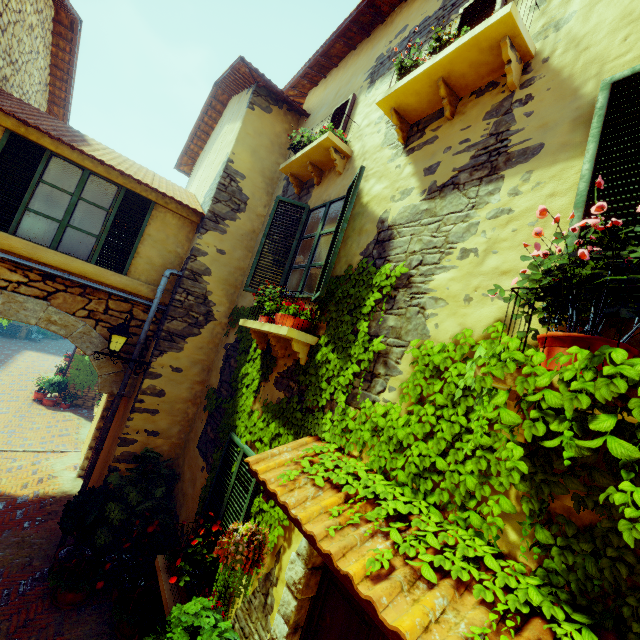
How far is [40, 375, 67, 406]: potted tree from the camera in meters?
14.1 m

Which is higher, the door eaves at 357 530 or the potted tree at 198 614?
the door eaves at 357 530

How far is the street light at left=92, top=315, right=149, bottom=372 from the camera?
5.52m

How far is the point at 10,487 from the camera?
7.2 meters

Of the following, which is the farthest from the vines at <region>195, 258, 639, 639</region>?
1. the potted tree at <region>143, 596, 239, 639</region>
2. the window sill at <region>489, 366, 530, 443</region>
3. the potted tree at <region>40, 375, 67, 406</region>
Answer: the potted tree at <region>40, 375, 67, 406</region>

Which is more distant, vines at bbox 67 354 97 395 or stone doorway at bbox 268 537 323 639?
vines at bbox 67 354 97 395

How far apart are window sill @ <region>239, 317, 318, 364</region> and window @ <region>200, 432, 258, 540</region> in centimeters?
129cm

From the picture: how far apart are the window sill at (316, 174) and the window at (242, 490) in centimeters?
419cm
